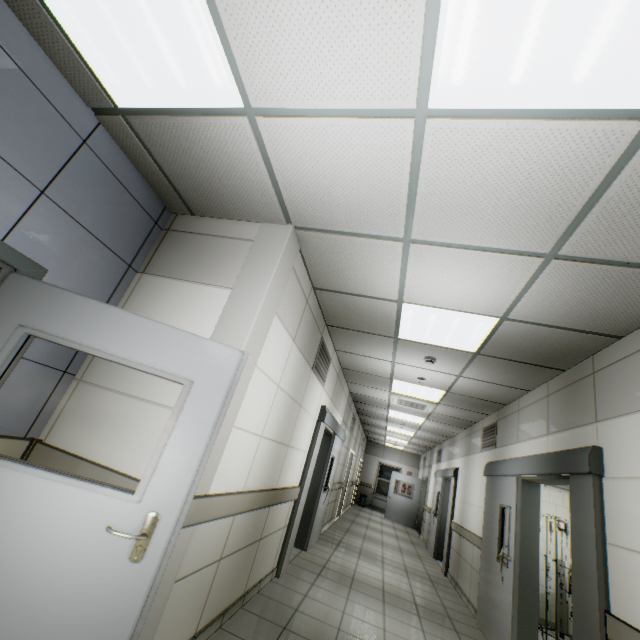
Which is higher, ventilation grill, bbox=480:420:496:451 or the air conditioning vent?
the air conditioning vent

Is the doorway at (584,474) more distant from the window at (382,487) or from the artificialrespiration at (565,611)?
the window at (382,487)

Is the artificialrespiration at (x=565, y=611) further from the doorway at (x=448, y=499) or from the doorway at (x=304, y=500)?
the doorway at (x=304, y=500)

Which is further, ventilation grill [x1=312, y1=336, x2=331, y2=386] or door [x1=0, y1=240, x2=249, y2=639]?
ventilation grill [x1=312, y1=336, x2=331, y2=386]

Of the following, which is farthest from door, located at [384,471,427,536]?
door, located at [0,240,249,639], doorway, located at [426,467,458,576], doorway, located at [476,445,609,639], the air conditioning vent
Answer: door, located at [0,240,249,639]

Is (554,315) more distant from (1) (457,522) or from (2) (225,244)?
(1) (457,522)

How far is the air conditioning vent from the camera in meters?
6.8 m

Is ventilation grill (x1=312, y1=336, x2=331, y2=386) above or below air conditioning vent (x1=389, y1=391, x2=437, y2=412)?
below
